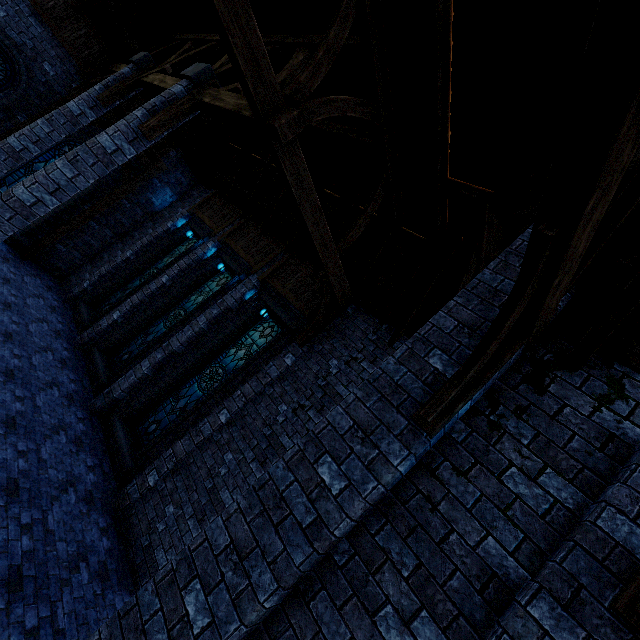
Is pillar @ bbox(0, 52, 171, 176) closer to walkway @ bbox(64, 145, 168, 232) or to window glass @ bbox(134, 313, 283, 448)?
walkway @ bbox(64, 145, 168, 232)

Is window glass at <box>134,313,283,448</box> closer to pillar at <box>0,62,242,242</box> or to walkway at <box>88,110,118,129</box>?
pillar at <box>0,62,242,242</box>

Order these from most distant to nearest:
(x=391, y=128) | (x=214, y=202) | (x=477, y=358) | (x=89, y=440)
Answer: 1. (x=214, y=202)
2. (x=89, y=440)
3. (x=391, y=128)
4. (x=477, y=358)

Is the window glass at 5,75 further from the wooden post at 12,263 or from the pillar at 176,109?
the pillar at 176,109

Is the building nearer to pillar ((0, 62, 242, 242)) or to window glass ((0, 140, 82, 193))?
pillar ((0, 62, 242, 242))

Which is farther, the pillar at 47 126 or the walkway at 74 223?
the walkway at 74 223

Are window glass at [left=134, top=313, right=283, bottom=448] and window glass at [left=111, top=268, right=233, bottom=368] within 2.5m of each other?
yes

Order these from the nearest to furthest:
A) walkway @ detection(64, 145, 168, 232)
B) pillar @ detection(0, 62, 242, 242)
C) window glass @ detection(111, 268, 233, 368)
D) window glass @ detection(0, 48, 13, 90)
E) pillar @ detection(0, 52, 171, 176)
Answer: pillar @ detection(0, 62, 242, 242)
pillar @ detection(0, 52, 171, 176)
window glass @ detection(0, 48, 13, 90)
window glass @ detection(111, 268, 233, 368)
walkway @ detection(64, 145, 168, 232)
